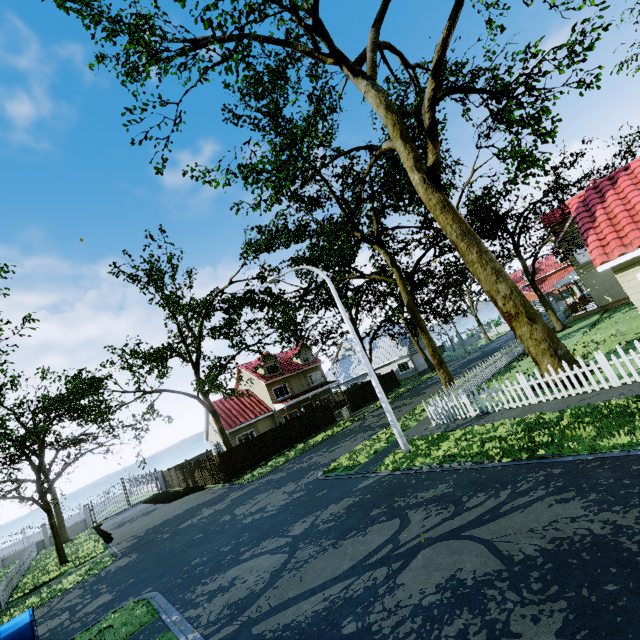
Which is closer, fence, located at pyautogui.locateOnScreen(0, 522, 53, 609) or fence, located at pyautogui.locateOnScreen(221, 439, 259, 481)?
fence, located at pyautogui.locateOnScreen(0, 522, 53, 609)

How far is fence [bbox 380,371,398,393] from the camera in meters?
36.9

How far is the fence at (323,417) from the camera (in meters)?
29.48

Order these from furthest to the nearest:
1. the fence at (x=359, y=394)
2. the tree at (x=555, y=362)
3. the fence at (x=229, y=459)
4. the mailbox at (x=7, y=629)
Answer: the fence at (x=359, y=394) < the fence at (x=229, y=459) < the tree at (x=555, y=362) < the mailbox at (x=7, y=629)

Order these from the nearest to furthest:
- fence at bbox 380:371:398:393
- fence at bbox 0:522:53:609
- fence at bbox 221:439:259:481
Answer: fence at bbox 0:522:53:609 < fence at bbox 221:439:259:481 < fence at bbox 380:371:398:393

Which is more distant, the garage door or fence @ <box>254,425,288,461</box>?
the garage door

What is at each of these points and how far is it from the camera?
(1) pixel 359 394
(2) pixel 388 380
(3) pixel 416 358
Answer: (1) fence, 34.03m
(2) fence, 37.50m
(3) garage door, 42.28m
